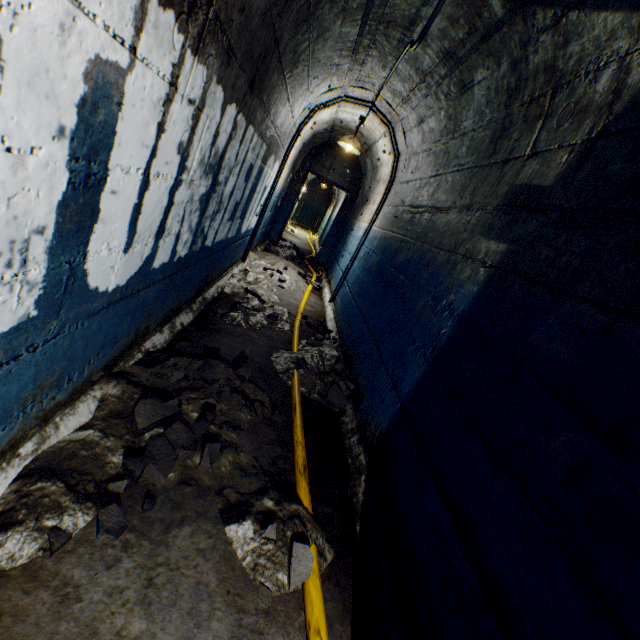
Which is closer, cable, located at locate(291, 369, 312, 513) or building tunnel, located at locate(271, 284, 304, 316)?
cable, located at locate(291, 369, 312, 513)

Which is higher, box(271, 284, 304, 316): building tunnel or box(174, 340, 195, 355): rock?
box(174, 340, 195, 355): rock

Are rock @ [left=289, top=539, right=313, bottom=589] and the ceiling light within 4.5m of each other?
no

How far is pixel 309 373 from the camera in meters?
3.0 m

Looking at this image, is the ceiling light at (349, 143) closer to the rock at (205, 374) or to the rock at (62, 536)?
the rock at (205, 374)

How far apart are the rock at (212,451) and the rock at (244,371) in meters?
0.5 m

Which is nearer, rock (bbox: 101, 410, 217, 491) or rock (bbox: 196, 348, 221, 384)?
rock (bbox: 101, 410, 217, 491)

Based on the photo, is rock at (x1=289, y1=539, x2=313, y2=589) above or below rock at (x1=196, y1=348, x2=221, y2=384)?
below
